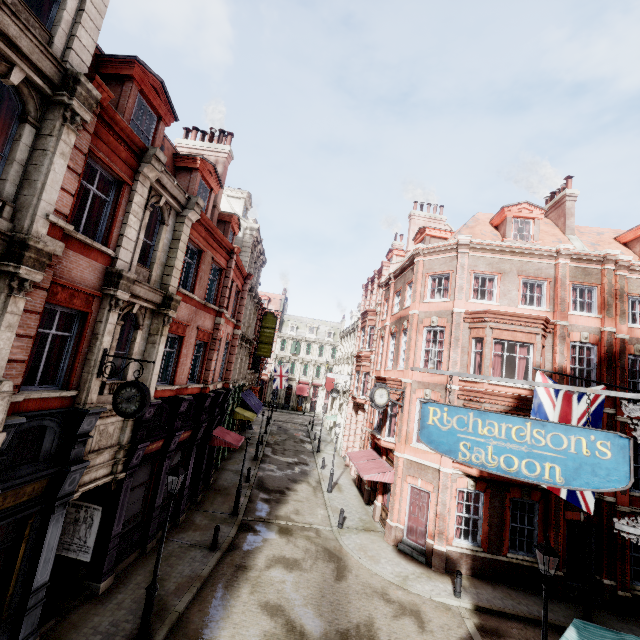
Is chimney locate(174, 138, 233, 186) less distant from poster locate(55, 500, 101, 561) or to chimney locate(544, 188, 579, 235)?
poster locate(55, 500, 101, 561)

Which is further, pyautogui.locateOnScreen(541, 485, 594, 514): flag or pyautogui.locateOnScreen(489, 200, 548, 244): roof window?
pyautogui.locateOnScreen(489, 200, 548, 244): roof window

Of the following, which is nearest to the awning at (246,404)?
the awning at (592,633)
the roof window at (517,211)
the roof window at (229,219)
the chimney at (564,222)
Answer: the roof window at (229,219)

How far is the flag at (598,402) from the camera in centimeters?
778cm

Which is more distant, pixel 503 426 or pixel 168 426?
pixel 168 426

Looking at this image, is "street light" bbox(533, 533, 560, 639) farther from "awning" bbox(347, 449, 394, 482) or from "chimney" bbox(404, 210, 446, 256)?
"chimney" bbox(404, 210, 446, 256)

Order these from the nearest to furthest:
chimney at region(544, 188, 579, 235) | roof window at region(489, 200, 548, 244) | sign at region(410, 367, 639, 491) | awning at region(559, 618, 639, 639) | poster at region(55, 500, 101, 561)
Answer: sign at region(410, 367, 639, 491), awning at region(559, 618, 639, 639), poster at region(55, 500, 101, 561), roof window at region(489, 200, 548, 244), chimney at region(544, 188, 579, 235)

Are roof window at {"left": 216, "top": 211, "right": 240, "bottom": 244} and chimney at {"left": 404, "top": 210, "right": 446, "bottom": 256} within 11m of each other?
no
